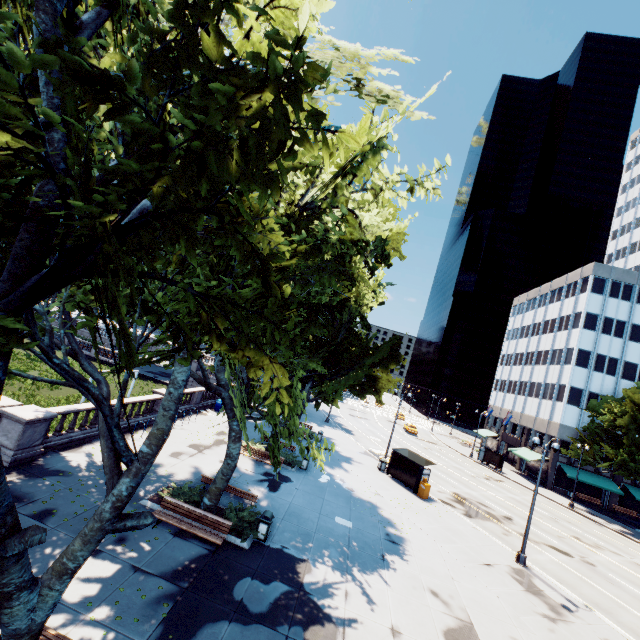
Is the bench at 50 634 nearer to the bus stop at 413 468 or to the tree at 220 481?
the tree at 220 481

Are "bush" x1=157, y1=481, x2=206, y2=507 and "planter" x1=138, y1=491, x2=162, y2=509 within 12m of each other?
yes

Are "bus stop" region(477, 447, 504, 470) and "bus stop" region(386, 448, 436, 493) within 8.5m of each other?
no

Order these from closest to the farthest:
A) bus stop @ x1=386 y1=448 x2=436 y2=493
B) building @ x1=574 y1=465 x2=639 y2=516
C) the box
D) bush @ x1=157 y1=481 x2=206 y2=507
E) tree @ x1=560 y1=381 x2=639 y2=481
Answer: bush @ x1=157 y1=481 x2=206 y2=507, the box, bus stop @ x1=386 y1=448 x2=436 y2=493, tree @ x1=560 y1=381 x2=639 y2=481, building @ x1=574 y1=465 x2=639 y2=516

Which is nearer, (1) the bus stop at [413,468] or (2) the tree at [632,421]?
(1) the bus stop at [413,468]

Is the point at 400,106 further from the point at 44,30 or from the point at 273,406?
the point at 273,406

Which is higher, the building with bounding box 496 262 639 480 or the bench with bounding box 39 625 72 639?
the building with bounding box 496 262 639 480

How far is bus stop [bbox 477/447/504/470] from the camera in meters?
46.0 m
